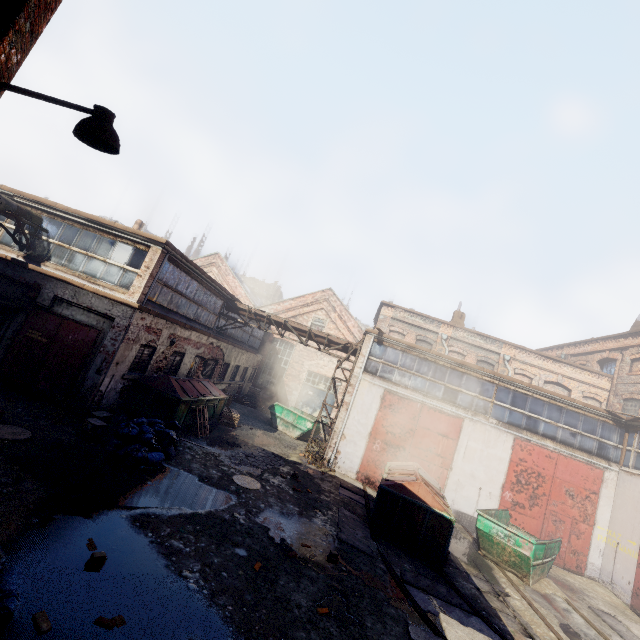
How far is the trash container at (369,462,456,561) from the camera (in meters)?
9.02

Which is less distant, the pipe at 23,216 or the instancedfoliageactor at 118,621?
the instancedfoliageactor at 118,621

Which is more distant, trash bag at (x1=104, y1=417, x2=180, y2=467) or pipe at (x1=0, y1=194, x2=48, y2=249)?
pipe at (x1=0, y1=194, x2=48, y2=249)

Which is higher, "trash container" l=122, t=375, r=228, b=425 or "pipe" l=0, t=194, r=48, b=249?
"pipe" l=0, t=194, r=48, b=249

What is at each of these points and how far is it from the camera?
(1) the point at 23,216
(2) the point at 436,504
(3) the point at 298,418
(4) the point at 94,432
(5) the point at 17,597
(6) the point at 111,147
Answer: (1) pipe, 11.3 meters
(2) trash container, 9.4 meters
(3) container, 18.7 meters
(4) carton, 8.6 meters
(5) trash bag, 3.6 meters
(6) light, 3.6 meters

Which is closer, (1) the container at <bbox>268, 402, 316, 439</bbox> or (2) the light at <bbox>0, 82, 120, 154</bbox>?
(2) the light at <bbox>0, 82, 120, 154</bbox>

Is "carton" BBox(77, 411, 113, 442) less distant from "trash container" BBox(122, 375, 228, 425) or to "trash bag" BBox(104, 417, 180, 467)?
"trash bag" BBox(104, 417, 180, 467)

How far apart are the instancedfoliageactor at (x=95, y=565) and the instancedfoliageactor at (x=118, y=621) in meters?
0.9
